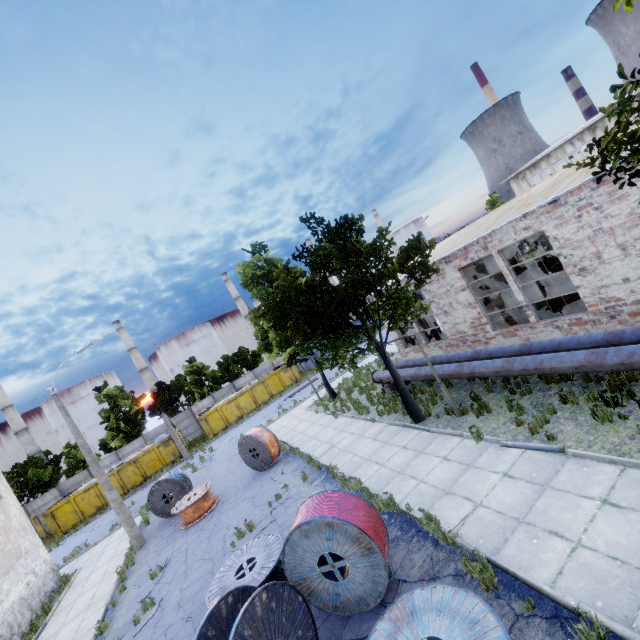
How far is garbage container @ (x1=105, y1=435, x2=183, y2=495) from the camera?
29.5m

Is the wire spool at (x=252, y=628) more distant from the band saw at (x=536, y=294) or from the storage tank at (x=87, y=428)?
the storage tank at (x=87, y=428)

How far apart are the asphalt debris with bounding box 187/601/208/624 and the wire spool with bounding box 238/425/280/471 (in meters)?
6.94

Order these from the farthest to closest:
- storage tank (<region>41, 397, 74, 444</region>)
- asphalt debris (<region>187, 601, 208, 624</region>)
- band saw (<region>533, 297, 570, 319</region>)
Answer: storage tank (<region>41, 397, 74, 444</region>) < band saw (<region>533, 297, 570, 319</region>) < asphalt debris (<region>187, 601, 208, 624</region>)

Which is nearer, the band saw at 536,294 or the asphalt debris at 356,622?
the asphalt debris at 356,622

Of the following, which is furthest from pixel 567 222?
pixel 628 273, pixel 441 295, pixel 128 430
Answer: pixel 128 430

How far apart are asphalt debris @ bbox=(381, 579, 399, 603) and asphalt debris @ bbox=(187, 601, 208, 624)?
4.22m

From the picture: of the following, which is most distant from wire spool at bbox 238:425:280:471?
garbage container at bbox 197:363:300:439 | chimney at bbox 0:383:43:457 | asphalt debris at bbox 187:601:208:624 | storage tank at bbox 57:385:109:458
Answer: chimney at bbox 0:383:43:457
